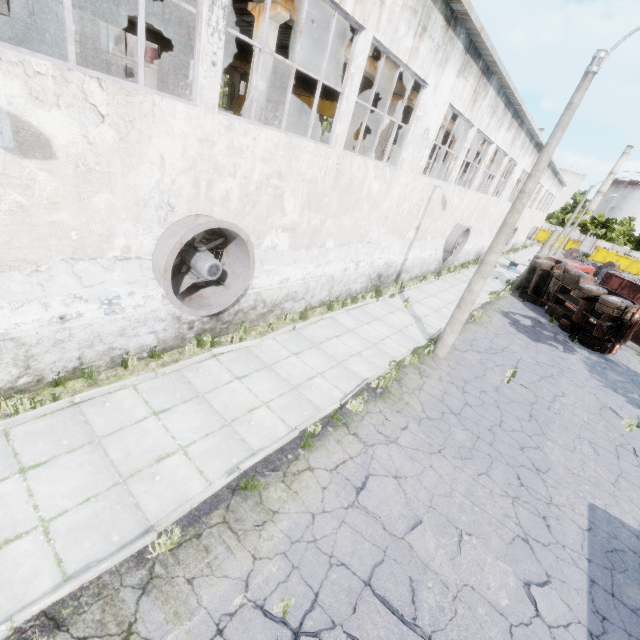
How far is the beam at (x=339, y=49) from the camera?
10.5 meters

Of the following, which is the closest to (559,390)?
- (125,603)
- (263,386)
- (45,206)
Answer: (263,386)

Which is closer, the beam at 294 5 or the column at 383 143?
the beam at 294 5

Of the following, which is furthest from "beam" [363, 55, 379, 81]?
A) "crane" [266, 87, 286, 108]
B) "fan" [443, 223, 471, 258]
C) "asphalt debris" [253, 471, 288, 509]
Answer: "asphalt debris" [253, 471, 288, 509]

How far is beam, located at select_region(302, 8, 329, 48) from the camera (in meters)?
9.51

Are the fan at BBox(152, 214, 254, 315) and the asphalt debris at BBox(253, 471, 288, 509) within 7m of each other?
yes

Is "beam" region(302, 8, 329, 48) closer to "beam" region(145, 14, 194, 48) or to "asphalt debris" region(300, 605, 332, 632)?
"asphalt debris" region(300, 605, 332, 632)
